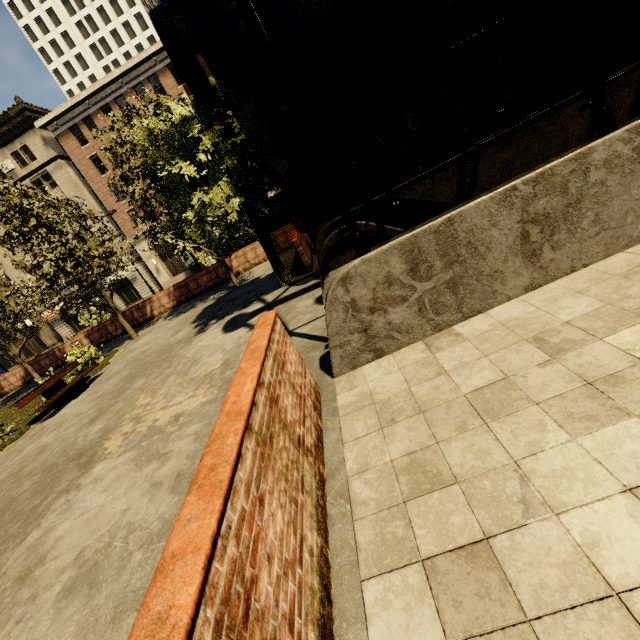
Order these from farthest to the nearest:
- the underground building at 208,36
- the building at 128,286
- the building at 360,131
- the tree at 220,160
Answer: the building at 128,286 → the building at 360,131 → the tree at 220,160 → the underground building at 208,36

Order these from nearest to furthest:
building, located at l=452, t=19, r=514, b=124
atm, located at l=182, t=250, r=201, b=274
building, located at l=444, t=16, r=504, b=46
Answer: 1. building, located at l=444, t=16, r=504, b=46
2. building, located at l=452, t=19, r=514, b=124
3. atm, located at l=182, t=250, r=201, b=274

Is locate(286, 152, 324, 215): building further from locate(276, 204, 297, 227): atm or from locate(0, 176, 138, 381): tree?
locate(276, 204, 297, 227): atm

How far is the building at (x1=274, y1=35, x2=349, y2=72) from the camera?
30.6 meters

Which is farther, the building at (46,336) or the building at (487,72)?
the building at (46,336)

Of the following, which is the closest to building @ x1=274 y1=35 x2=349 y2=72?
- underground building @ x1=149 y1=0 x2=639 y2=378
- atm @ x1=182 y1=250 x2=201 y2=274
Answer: atm @ x1=182 y1=250 x2=201 y2=274

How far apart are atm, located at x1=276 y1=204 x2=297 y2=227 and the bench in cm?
1114

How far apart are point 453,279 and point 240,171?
8.77m
